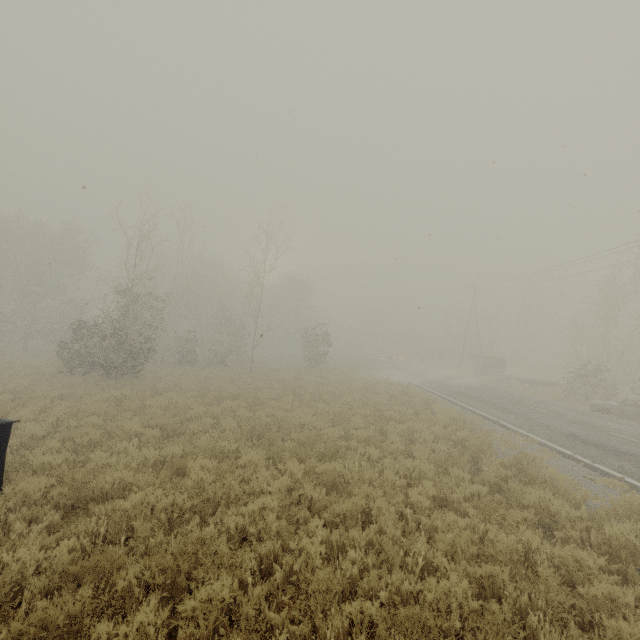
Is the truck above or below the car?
Answer: above

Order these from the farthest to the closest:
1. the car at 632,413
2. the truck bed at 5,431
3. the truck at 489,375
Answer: the truck at 489,375 < the car at 632,413 < the truck bed at 5,431

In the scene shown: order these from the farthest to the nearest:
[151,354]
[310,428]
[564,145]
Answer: [151,354]
[310,428]
[564,145]

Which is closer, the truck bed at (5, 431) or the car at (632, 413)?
the truck bed at (5, 431)

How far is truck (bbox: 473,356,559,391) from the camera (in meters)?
27.98

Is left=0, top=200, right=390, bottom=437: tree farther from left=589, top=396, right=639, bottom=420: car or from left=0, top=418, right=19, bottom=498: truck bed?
left=589, top=396, right=639, bottom=420: car

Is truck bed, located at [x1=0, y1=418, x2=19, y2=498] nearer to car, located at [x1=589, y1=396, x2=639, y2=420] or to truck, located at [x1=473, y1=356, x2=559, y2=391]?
car, located at [x1=589, y1=396, x2=639, y2=420]

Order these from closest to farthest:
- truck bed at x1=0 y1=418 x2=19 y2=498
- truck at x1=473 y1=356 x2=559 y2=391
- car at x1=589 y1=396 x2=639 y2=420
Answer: truck bed at x1=0 y1=418 x2=19 y2=498 < car at x1=589 y1=396 x2=639 y2=420 < truck at x1=473 y1=356 x2=559 y2=391
